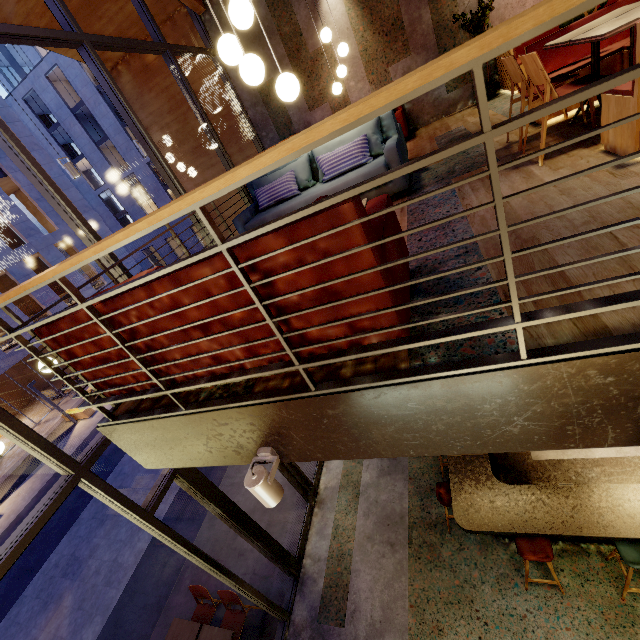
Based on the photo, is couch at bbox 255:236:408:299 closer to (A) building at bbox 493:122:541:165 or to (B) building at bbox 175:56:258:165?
(A) building at bbox 493:122:541:165

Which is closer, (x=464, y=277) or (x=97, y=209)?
(x=464, y=277)

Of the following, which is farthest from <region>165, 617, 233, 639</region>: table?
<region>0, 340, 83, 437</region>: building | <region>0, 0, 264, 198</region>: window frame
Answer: <region>0, 340, 83, 437</region>: building

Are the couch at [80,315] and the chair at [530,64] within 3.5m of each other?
yes

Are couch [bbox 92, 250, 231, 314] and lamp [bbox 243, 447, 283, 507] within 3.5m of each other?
yes

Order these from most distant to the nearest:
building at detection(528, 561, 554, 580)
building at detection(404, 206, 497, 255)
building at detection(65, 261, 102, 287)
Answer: building at detection(65, 261, 102, 287)
building at detection(528, 561, 554, 580)
building at detection(404, 206, 497, 255)

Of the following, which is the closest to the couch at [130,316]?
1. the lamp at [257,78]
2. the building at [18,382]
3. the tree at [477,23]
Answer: the lamp at [257,78]

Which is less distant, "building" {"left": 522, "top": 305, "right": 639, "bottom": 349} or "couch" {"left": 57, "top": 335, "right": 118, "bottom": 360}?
"building" {"left": 522, "top": 305, "right": 639, "bottom": 349}
